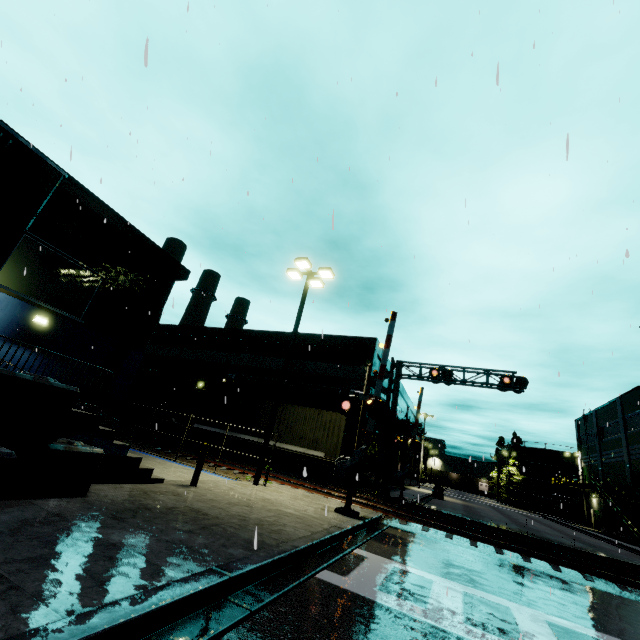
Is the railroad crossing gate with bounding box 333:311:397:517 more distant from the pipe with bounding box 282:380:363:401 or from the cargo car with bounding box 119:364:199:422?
the cargo car with bounding box 119:364:199:422

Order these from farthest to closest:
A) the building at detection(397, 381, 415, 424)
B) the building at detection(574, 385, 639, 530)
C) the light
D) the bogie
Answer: the building at detection(397, 381, 415, 424) < the building at detection(574, 385, 639, 530) < the bogie < the light

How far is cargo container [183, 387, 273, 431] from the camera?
21.2m

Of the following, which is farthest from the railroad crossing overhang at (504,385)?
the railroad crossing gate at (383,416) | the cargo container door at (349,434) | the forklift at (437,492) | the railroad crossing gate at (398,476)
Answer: the forklift at (437,492)

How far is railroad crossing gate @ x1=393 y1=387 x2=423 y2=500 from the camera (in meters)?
21.11

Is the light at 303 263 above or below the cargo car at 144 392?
above

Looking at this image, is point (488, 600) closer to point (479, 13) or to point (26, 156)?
point (26, 156)

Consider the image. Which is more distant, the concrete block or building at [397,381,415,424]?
building at [397,381,415,424]
